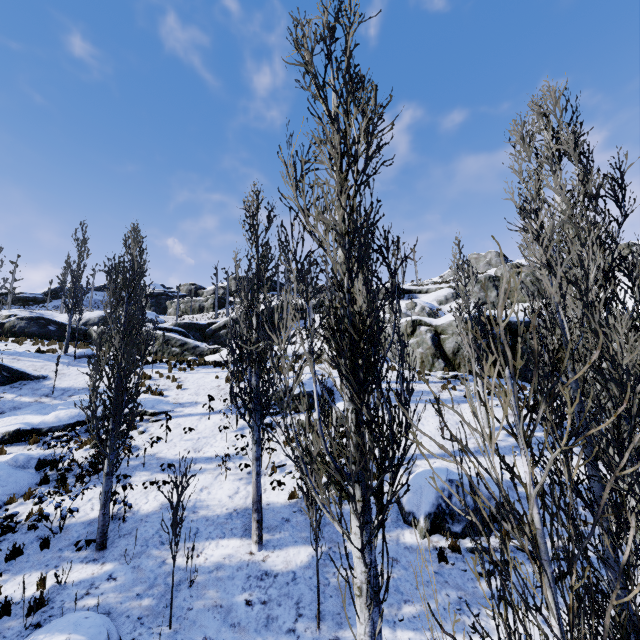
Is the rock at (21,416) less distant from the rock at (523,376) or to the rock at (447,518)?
the rock at (523,376)

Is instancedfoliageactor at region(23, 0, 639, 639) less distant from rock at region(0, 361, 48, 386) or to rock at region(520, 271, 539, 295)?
rock at region(0, 361, 48, 386)

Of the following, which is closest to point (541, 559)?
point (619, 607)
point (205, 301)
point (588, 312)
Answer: point (619, 607)

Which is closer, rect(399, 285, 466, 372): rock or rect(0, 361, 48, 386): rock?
rect(0, 361, 48, 386): rock

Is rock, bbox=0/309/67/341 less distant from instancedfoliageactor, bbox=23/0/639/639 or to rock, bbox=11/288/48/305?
instancedfoliageactor, bbox=23/0/639/639

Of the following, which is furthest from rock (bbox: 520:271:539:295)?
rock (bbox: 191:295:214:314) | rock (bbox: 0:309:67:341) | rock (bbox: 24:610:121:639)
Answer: rock (bbox: 24:610:121:639)

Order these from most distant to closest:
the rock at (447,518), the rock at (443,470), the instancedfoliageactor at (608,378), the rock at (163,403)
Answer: the rock at (163,403) → the rock at (443,470) → the rock at (447,518) → the instancedfoliageactor at (608,378)

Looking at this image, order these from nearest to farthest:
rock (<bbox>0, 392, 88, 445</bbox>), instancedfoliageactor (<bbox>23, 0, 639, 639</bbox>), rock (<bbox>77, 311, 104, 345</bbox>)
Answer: instancedfoliageactor (<bbox>23, 0, 639, 639</bbox>)
rock (<bbox>0, 392, 88, 445</bbox>)
rock (<bbox>77, 311, 104, 345</bbox>)
